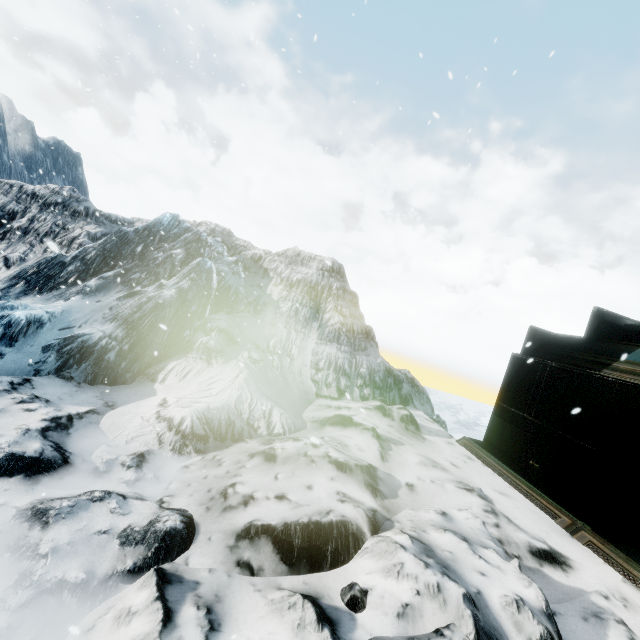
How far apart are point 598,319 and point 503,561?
8.65m
